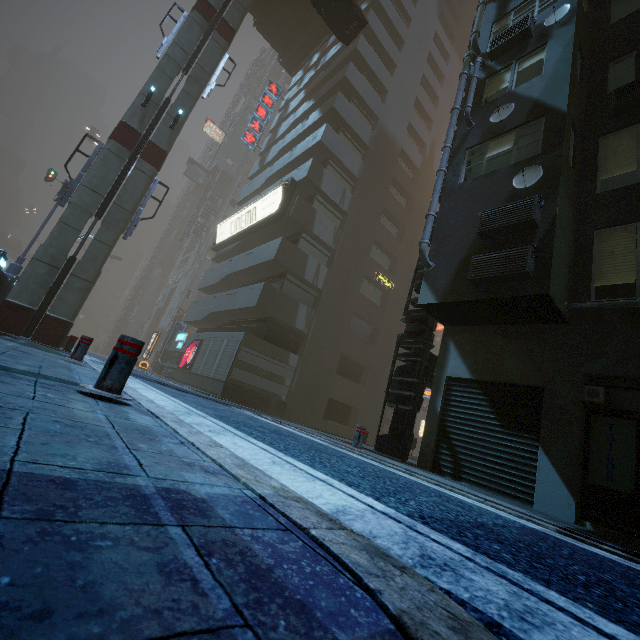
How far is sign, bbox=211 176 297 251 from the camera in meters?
19.8 m

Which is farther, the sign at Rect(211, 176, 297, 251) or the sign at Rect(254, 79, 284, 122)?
the sign at Rect(254, 79, 284, 122)

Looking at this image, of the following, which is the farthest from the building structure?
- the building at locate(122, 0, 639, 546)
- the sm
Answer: the sm

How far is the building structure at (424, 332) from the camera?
9.1m

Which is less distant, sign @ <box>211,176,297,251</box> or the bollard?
the bollard

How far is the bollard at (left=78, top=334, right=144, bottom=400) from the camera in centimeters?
292cm

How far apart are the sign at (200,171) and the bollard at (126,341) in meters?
50.6

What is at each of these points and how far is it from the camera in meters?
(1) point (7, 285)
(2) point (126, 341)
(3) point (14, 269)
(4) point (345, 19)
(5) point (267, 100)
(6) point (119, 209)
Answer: (1) building, 13.8
(2) bollard, 3.1
(3) street sign, 17.0
(4) grey, 18.3
(5) sign, 31.8
(6) sm, 14.1
